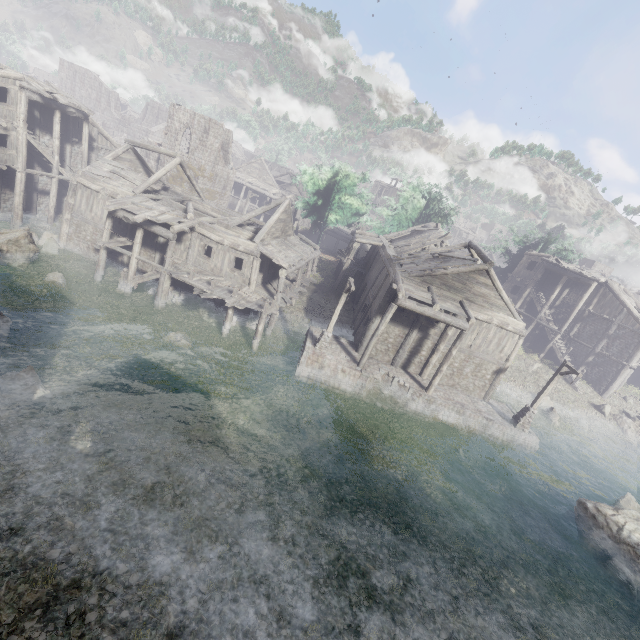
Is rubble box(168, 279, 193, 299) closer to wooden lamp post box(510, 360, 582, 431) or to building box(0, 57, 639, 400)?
building box(0, 57, 639, 400)

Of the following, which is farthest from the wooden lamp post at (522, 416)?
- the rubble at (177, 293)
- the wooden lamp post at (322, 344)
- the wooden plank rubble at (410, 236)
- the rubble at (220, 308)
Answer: the rubble at (177, 293)

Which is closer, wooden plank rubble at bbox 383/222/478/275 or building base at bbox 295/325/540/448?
Answer: building base at bbox 295/325/540/448

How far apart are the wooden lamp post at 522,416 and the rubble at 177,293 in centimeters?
2329cm

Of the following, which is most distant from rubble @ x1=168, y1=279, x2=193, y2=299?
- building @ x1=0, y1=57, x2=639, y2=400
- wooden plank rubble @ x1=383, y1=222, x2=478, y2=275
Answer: wooden plank rubble @ x1=383, y1=222, x2=478, y2=275

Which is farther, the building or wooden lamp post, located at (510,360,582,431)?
the building

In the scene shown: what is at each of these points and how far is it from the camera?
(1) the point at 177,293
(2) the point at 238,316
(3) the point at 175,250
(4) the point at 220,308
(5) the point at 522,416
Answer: (1) rubble, 22.6 meters
(2) rubble, 22.5 meters
(3) building, 22.5 meters
(4) rubble, 22.7 meters
(5) wooden lamp post, 20.5 meters

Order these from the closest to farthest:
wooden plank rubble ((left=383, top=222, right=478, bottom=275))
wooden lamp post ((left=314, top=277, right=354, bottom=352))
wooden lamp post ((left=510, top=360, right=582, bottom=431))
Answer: wooden lamp post ((left=314, top=277, right=354, bottom=352))
wooden lamp post ((left=510, top=360, right=582, bottom=431))
wooden plank rubble ((left=383, top=222, right=478, bottom=275))
